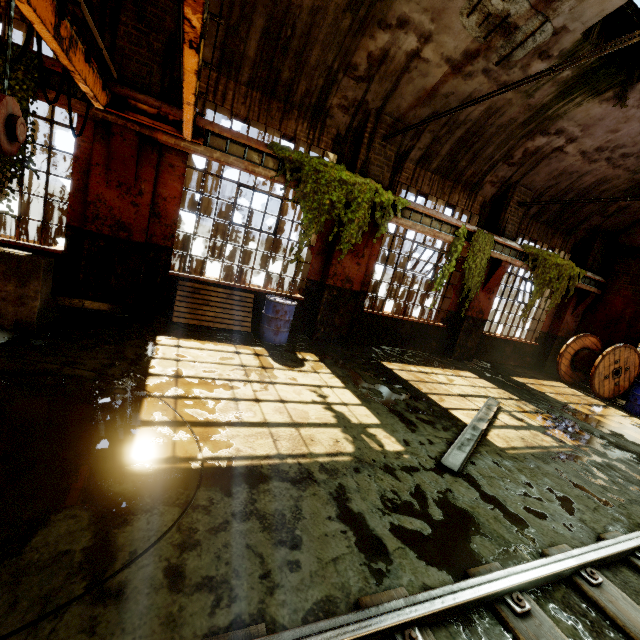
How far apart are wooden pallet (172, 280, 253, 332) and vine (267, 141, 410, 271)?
1.3m

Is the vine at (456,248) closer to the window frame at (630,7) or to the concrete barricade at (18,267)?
the window frame at (630,7)

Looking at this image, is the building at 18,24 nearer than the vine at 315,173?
Yes

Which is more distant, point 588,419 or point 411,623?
point 588,419

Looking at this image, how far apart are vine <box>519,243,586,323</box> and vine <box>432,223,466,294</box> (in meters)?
2.37

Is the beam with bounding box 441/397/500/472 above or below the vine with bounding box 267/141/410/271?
below

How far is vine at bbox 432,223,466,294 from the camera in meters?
8.7 m

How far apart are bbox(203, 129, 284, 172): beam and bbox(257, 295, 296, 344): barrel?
2.6 meters
